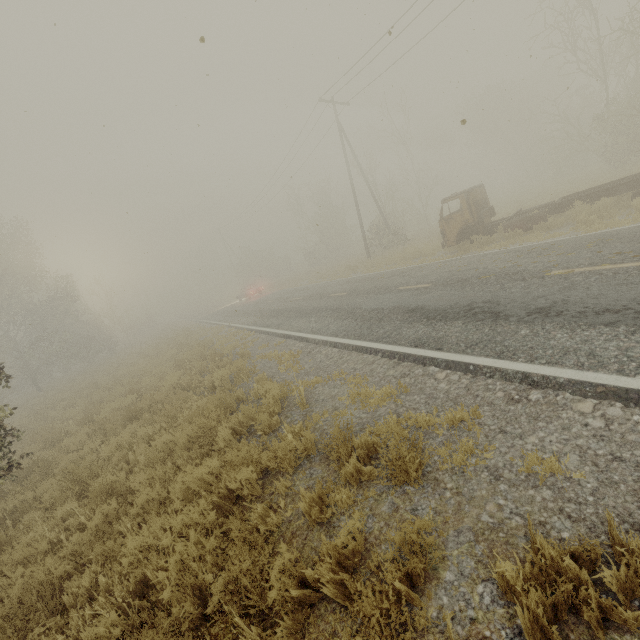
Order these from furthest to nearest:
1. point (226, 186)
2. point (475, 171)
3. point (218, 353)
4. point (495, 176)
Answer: point (475, 171) < point (495, 176) < point (226, 186) < point (218, 353)
